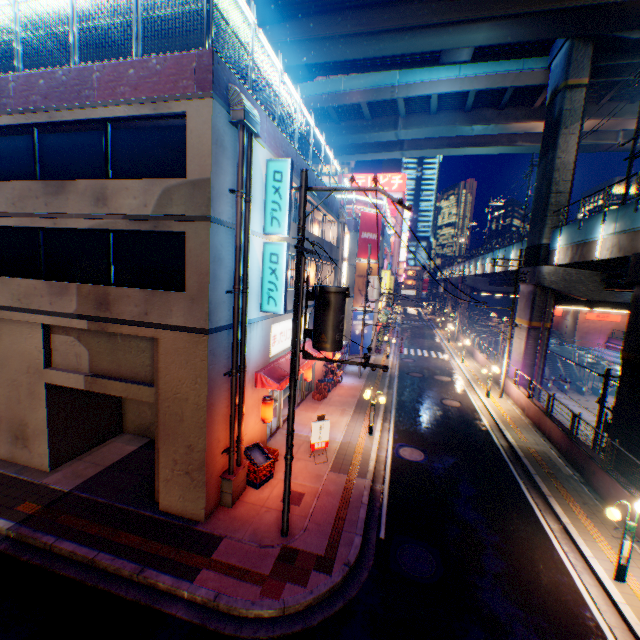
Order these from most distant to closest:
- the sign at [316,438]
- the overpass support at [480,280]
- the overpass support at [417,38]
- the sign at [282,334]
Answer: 1. the overpass support at [480,280]
2. the overpass support at [417,38]
3. the sign at [282,334]
4. the sign at [316,438]

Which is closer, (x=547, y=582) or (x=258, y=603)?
(x=258, y=603)

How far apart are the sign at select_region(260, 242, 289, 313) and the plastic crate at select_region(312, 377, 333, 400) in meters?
8.9 m

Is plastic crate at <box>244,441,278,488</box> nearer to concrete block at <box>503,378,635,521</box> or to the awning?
the awning

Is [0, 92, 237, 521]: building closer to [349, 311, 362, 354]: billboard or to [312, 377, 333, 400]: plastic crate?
[312, 377, 333, 400]: plastic crate

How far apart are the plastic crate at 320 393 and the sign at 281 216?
10.88m

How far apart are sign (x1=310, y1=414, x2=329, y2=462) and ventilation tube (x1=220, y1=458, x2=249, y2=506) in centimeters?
282cm

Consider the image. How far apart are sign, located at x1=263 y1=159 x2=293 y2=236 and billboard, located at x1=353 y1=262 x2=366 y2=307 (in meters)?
19.00
